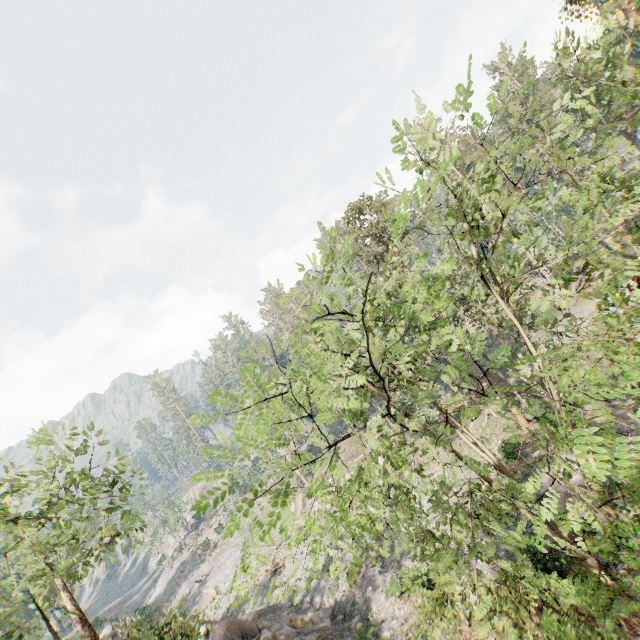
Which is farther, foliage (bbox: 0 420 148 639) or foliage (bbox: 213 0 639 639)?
foliage (bbox: 0 420 148 639)

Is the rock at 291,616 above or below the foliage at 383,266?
below

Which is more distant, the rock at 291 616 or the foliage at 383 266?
the rock at 291 616

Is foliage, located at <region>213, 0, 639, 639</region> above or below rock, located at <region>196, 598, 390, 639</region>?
above

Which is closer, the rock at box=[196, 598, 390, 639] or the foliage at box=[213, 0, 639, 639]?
the foliage at box=[213, 0, 639, 639]

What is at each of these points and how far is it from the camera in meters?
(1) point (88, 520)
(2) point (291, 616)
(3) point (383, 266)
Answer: (1) foliage, 15.5
(2) rock, 26.3
(3) foliage, 11.8
